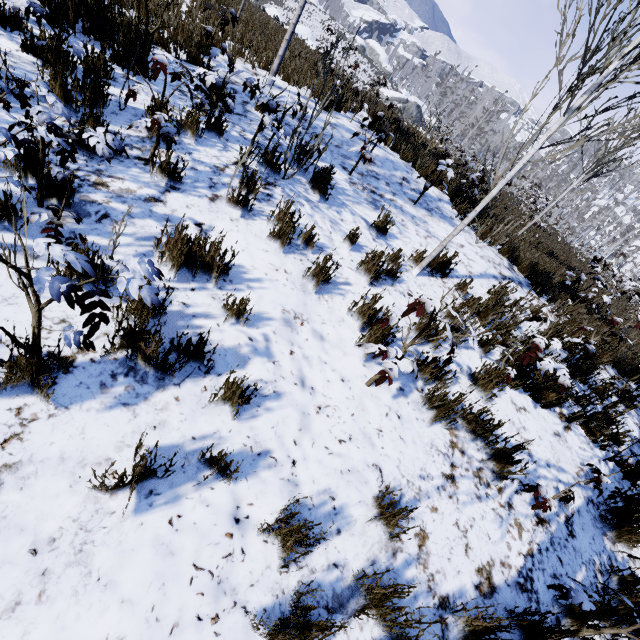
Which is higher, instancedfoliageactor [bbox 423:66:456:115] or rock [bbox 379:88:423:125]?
instancedfoliageactor [bbox 423:66:456:115]

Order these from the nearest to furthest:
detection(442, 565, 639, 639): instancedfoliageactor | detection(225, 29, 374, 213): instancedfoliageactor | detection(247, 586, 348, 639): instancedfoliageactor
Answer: detection(247, 586, 348, 639): instancedfoliageactor → detection(442, 565, 639, 639): instancedfoliageactor → detection(225, 29, 374, 213): instancedfoliageactor

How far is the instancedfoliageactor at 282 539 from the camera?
1.6m

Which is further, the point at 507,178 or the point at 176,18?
the point at 176,18

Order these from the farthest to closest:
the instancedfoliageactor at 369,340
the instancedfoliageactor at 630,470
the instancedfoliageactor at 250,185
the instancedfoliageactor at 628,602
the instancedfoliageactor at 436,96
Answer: the instancedfoliageactor at 436,96 < the instancedfoliageactor at 250,185 < the instancedfoliageactor at 630,470 < the instancedfoliageactor at 369,340 < the instancedfoliageactor at 628,602

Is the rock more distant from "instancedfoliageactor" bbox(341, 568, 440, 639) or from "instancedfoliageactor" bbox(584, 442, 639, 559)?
"instancedfoliageactor" bbox(584, 442, 639, 559)

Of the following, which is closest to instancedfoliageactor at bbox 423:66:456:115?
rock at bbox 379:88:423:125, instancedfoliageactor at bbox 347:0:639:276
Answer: rock at bbox 379:88:423:125

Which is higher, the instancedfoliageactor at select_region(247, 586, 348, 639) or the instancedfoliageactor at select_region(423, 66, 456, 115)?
the instancedfoliageactor at select_region(423, 66, 456, 115)
